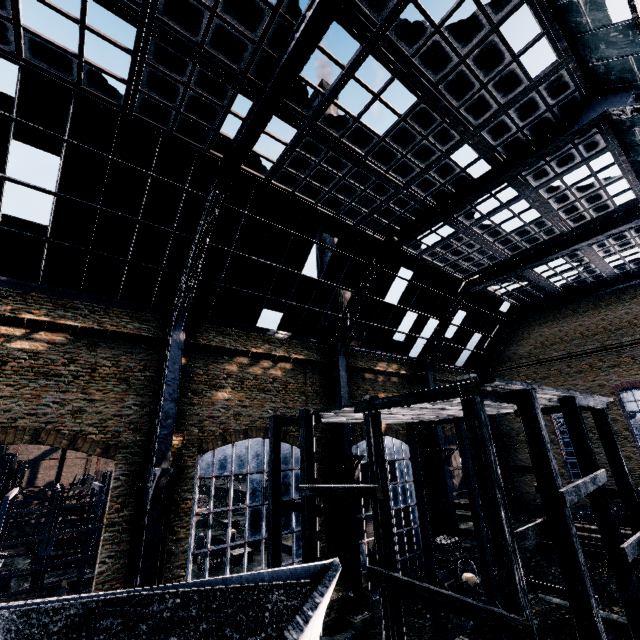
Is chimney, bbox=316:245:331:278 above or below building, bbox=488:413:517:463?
above

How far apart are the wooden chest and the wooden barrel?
1.87m

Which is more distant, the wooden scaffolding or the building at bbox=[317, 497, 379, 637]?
the building at bbox=[317, 497, 379, 637]

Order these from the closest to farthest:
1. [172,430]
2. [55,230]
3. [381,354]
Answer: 1. [55,230]
2. [172,430]
3. [381,354]

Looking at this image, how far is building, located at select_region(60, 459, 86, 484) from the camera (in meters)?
54.59

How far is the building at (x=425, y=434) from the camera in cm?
2905

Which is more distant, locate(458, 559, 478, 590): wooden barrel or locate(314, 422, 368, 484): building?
locate(314, 422, 368, 484): building

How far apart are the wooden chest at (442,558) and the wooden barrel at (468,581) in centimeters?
187cm
